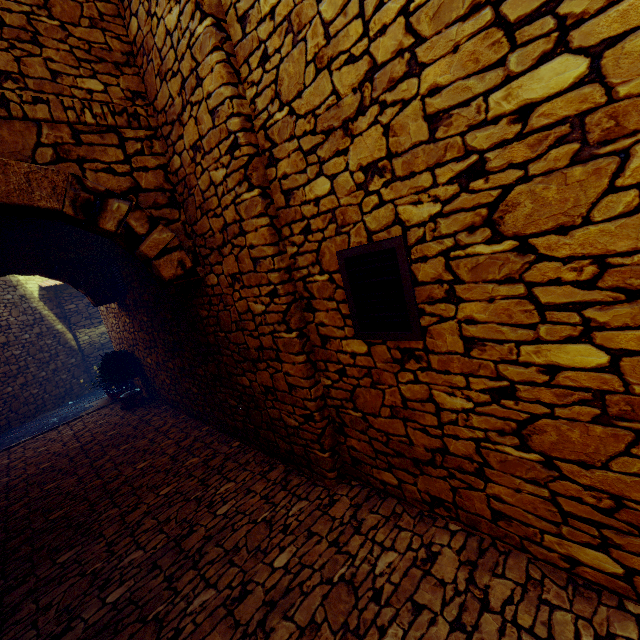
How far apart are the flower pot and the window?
6.36m

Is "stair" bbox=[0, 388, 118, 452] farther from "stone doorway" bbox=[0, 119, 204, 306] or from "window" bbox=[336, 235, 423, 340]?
"window" bbox=[336, 235, 423, 340]

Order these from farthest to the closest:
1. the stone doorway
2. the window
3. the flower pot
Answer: the flower pot < the stone doorway < the window

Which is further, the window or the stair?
the stair

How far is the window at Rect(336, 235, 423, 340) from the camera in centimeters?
Answer: 209cm

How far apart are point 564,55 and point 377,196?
1.02m

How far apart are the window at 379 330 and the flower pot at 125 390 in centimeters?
636cm

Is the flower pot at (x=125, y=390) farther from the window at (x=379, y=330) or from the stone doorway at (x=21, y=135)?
the window at (x=379, y=330)
